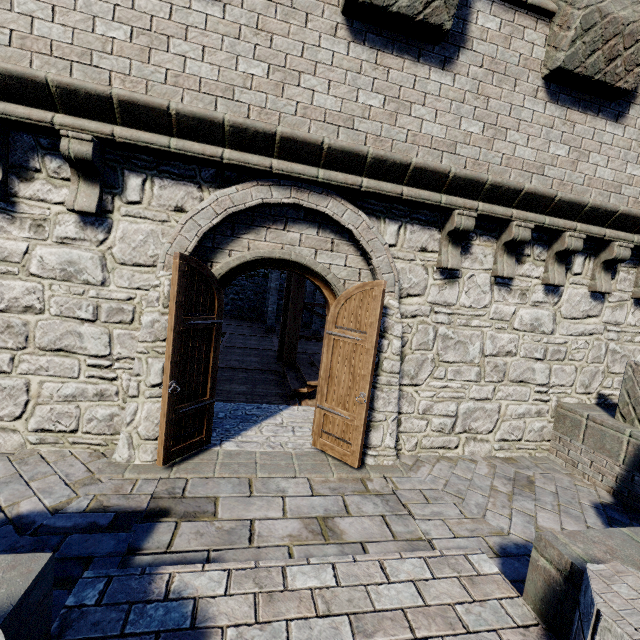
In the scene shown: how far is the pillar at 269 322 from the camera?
16.48m

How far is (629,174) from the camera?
5.09m

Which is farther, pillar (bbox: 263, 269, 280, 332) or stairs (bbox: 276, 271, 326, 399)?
pillar (bbox: 263, 269, 280, 332)

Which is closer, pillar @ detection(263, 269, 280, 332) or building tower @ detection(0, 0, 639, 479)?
building tower @ detection(0, 0, 639, 479)

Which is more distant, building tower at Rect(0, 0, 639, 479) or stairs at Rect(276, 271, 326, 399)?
stairs at Rect(276, 271, 326, 399)

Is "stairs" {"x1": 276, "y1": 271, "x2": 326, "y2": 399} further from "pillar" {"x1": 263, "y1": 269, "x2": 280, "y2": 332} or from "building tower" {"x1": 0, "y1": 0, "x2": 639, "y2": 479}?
"pillar" {"x1": 263, "y1": 269, "x2": 280, "y2": 332}

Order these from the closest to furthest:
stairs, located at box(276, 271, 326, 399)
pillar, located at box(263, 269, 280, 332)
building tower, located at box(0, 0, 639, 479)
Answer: building tower, located at box(0, 0, 639, 479) → stairs, located at box(276, 271, 326, 399) → pillar, located at box(263, 269, 280, 332)

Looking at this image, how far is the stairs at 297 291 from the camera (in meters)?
7.28
